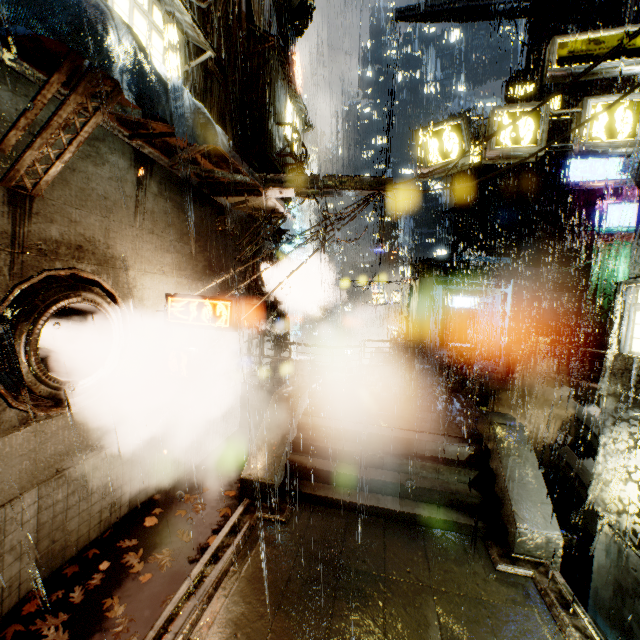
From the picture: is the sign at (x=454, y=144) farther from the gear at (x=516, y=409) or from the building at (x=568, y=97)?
the gear at (x=516, y=409)

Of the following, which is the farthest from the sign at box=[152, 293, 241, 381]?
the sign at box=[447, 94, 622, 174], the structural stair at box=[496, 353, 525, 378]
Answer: the structural stair at box=[496, 353, 525, 378]

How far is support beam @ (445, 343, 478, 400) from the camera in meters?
14.5 m

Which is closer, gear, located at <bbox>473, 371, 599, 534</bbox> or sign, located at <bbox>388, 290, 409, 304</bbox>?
gear, located at <bbox>473, 371, 599, 534</bbox>

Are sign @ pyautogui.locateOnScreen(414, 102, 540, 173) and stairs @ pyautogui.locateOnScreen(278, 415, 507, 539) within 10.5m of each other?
yes

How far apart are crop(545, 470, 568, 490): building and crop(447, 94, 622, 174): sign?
12.16m

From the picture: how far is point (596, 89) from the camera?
23.5 meters

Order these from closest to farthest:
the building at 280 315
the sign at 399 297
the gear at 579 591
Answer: the building at 280 315, the gear at 579 591, the sign at 399 297
